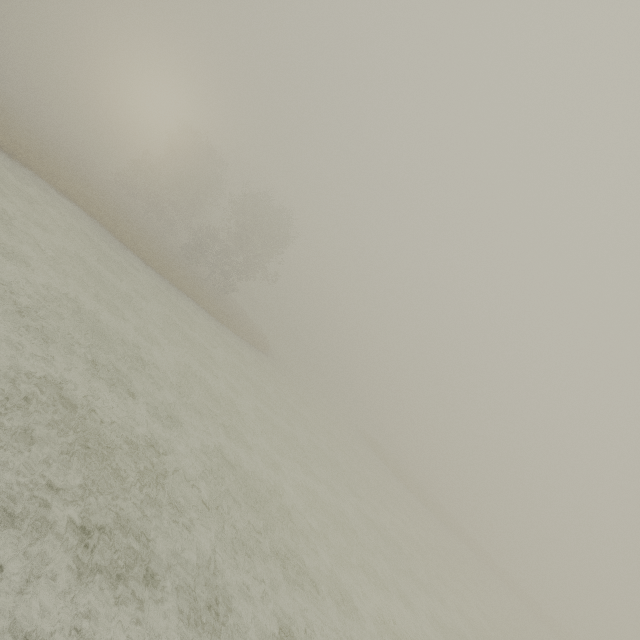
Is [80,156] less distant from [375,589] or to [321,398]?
[321,398]
